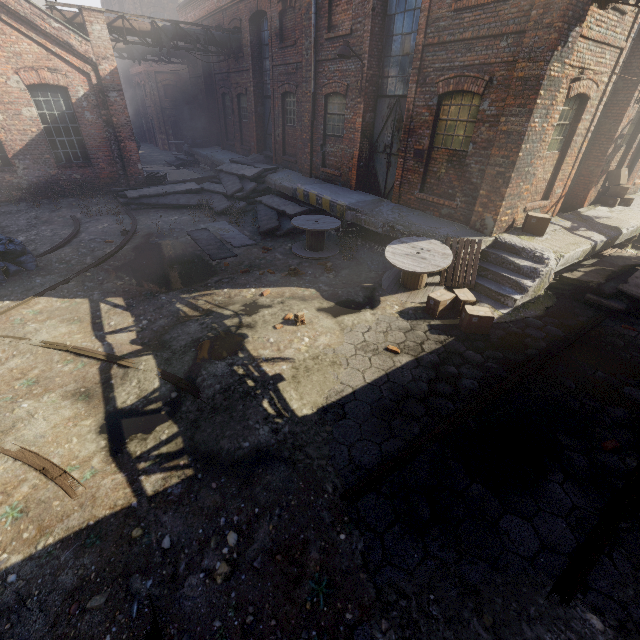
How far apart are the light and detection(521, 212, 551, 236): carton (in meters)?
6.37

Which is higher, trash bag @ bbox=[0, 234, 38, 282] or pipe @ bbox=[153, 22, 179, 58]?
pipe @ bbox=[153, 22, 179, 58]

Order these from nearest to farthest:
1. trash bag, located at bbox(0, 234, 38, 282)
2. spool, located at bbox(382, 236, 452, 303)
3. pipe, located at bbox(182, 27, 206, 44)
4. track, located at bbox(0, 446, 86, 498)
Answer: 1. track, located at bbox(0, 446, 86, 498)
2. spool, located at bbox(382, 236, 452, 303)
3. trash bag, located at bbox(0, 234, 38, 282)
4. pipe, located at bbox(182, 27, 206, 44)

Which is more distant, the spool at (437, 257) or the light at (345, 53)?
the light at (345, 53)

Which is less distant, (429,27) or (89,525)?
(89,525)

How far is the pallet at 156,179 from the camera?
15.8 meters

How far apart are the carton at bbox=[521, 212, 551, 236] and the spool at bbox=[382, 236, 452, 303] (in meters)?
2.53

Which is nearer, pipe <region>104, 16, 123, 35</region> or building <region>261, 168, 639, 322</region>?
building <region>261, 168, 639, 322</region>
